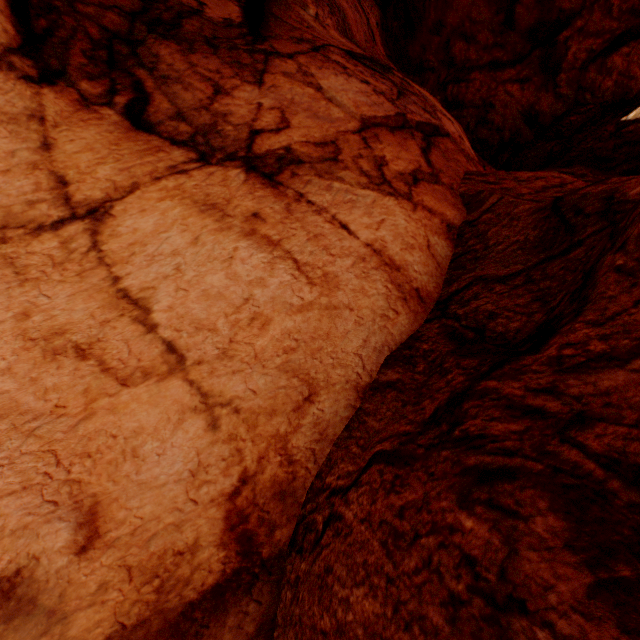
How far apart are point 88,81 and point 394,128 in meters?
3.5 m
